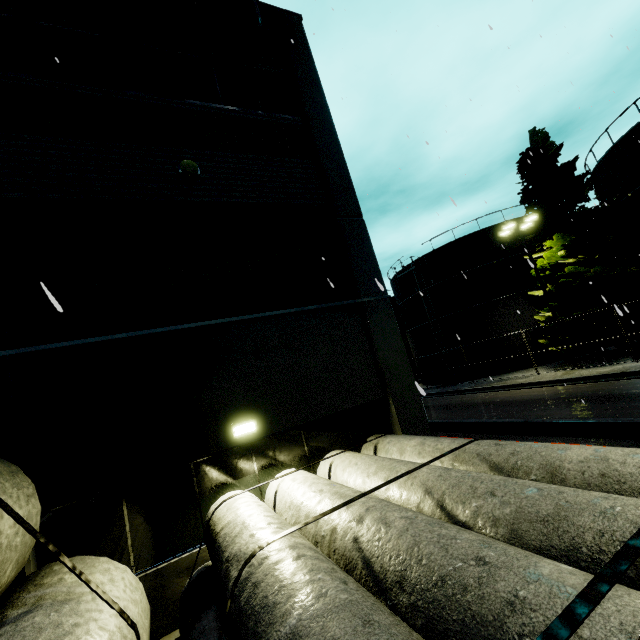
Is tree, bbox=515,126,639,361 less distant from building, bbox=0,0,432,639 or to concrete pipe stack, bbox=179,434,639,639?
building, bbox=0,0,432,639

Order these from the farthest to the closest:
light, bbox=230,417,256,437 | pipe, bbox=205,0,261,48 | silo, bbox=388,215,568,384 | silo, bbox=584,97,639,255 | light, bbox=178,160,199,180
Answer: silo, bbox=388,215,568,384, silo, bbox=584,97,639,255, pipe, bbox=205,0,261,48, light, bbox=178,160,199,180, light, bbox=230,417,256,437

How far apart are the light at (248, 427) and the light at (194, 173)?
5.6m

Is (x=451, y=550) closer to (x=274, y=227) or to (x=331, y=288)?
(x=331, y=288)

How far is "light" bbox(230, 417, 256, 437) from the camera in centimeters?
630cm

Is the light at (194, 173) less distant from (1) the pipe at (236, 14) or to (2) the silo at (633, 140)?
(1) the pipe at (236, 14)

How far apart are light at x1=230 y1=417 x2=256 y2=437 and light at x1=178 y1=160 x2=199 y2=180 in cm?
562

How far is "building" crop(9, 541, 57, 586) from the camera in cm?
461
